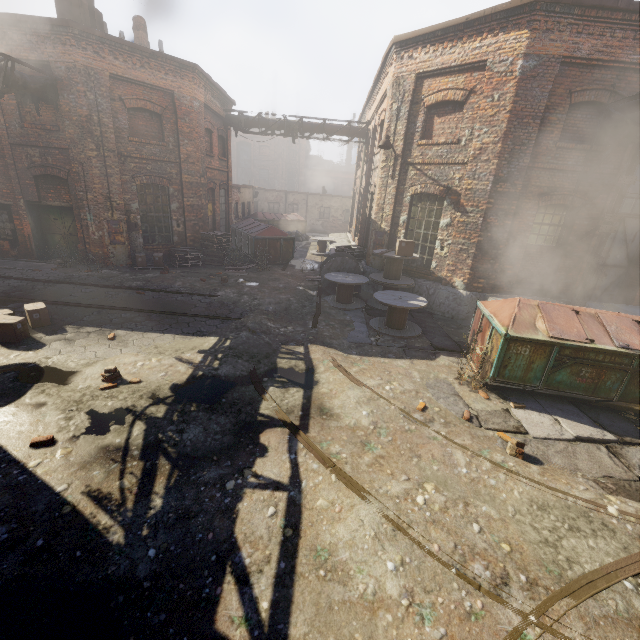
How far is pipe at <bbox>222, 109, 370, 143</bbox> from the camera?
16.8 meters

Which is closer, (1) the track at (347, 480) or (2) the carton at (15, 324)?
(1) the track at (347, 480)

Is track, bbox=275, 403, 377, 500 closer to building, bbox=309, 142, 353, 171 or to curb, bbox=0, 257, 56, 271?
curb, bbox=0, 257, 56, 271

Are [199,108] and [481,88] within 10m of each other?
no

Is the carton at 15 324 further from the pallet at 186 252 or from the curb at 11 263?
the pallet at 186 252

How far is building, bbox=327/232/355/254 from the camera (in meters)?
17.95

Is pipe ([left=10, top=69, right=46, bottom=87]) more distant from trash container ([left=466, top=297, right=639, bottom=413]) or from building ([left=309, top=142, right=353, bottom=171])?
building ([left=309, top=142, right=353, bottom=171])

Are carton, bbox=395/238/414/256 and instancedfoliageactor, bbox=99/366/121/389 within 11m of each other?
yes
